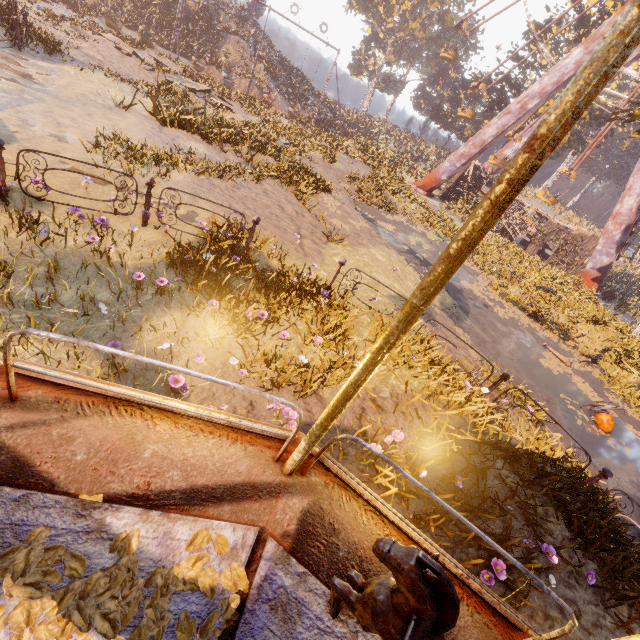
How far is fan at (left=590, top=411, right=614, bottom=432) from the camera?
9.3m

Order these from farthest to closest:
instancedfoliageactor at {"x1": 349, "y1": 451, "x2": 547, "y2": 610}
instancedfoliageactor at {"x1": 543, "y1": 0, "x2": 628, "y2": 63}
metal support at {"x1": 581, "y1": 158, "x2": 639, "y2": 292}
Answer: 1. instancedfoliageactor at {"x1": 543, "y1": 0, "x2": 628, "y2": 63}
2. metal support at {"x1": 581, "y1": 158, "x2": 639, "y2": 292}
3. instancedfoliageactor at {"x1": 349, "y1": 451, "x2": 547, "y2": 610}

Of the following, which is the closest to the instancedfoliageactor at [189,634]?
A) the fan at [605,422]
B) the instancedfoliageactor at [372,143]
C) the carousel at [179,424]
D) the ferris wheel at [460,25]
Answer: the carousel at [179,424]

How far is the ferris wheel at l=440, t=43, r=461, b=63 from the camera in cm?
2870

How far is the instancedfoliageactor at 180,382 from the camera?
4.0 meters

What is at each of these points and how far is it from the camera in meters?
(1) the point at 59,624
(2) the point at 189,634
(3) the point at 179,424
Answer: (1) instancedfoliageactor, 1.5
(2) instancedfoliageactor, 1.6
(3) carousel, 2.3

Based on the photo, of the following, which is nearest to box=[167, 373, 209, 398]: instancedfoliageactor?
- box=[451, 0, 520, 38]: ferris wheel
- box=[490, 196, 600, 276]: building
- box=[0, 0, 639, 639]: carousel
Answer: box=[0, 0, 639, 639]: carousel

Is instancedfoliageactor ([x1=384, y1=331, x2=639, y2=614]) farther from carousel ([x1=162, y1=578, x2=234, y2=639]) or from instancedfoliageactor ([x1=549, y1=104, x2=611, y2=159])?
instancedfoliageactor ([x1=549, y1=104, x2=611, y2=159])
